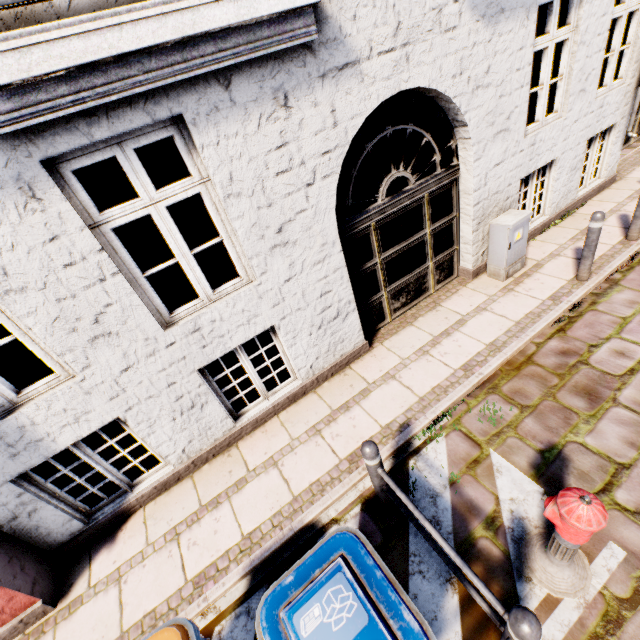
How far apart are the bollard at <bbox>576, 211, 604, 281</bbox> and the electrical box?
0.7m

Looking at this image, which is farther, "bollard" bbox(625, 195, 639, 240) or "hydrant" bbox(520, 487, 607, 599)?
"bollard" bbox(625, 195, 639, 240)

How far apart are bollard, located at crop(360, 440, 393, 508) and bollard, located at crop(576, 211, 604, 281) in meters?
4.6

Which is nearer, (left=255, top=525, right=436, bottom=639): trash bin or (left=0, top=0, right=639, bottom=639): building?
(left=255, top=525, right=436, bottom=639): trash bin

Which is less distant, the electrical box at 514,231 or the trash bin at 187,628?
the trash bin at 187,628

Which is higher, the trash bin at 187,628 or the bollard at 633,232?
the trash bin at 187,628

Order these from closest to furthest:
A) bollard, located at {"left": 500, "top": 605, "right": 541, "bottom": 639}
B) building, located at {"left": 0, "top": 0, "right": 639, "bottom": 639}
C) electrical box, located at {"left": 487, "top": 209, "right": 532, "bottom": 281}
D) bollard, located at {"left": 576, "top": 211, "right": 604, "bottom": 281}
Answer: bollard, located at {"left": 500, "top": 605, "right": 541, "bottom": 639}, building, located at {"left": 0, "top": 0, "right": 639, "bottom": 639}, bollard, located at {"left": 576, "top": 211, "right": 604, "bottom": 281}, electrical box, located at {"left": 487, "top": 209, "right": 532, "bottom": 281}

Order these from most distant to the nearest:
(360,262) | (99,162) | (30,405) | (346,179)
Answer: (346,179) < (99,162) < (360,262) < (30,405)
